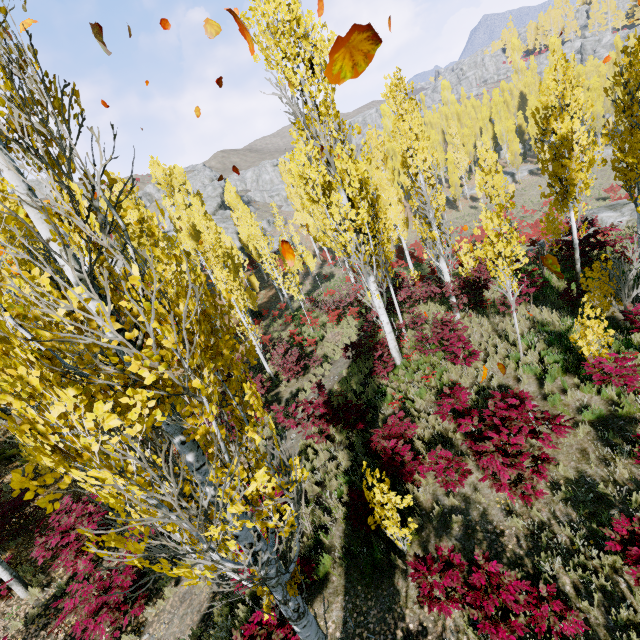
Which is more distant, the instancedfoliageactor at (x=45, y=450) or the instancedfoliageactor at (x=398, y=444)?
the instancedfoliageactor at (x=398, y=444)

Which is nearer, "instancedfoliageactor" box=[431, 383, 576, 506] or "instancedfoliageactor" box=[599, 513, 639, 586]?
"instancedfoliageactor" box=[599, 513, 639, 586]

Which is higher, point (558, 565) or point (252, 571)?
point (252, 571)

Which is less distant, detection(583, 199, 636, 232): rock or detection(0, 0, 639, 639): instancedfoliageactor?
detection(0, 0, 639, 639): instancedfoliageactor

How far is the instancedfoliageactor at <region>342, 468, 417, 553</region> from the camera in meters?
5.4 m
